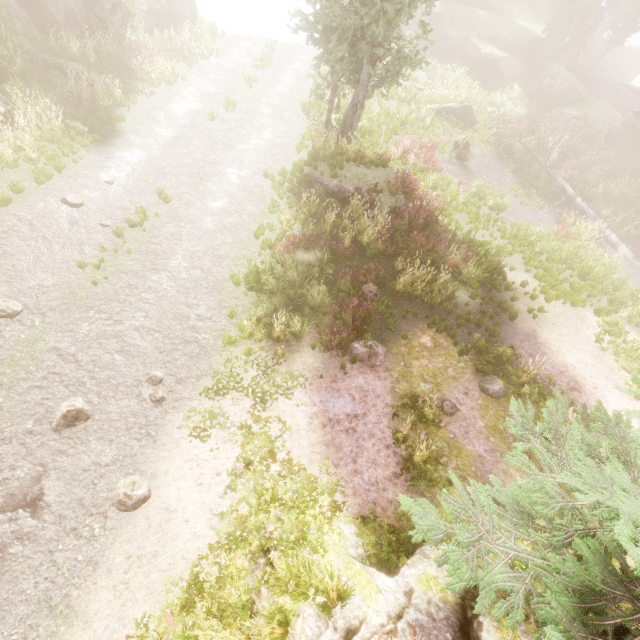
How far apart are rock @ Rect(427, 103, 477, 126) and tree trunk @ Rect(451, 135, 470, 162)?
3.5m

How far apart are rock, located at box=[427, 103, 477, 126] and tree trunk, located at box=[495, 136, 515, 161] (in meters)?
1.94

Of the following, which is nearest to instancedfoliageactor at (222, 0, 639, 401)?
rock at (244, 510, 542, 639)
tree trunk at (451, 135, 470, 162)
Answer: rock at (244, 510, 542, 639)

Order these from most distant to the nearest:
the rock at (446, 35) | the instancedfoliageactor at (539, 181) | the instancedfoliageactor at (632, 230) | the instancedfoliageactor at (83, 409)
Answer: the rock at (446, 35) → the instancedfoliageactor at (539, 181) → the instancedfoliageactor at (632, 230) → the instancedfoliageactor at (83, 409)

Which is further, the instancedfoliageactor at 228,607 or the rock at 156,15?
the rock at 156,15

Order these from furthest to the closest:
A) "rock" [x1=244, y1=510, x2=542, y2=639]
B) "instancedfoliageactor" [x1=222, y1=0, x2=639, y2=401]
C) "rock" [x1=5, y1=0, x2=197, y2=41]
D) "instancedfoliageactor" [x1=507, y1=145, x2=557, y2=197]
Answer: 1. "instancedfoliageactor" [x1=507, y1=145, x2=557, y2=197]
2. "rock" [x1=5, y1=0, x2=197, y2=41]
3. "instancedfoliageactor" [x1=222, y1=0, x2=639, y2=401]
4. "rock" [x1=244, y1=510, x2=542, y2=639]

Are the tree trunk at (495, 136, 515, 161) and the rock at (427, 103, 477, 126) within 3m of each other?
yes

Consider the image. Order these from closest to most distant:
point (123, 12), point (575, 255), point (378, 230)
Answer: point (378, 230), point (575, 255), point (123, 12)
